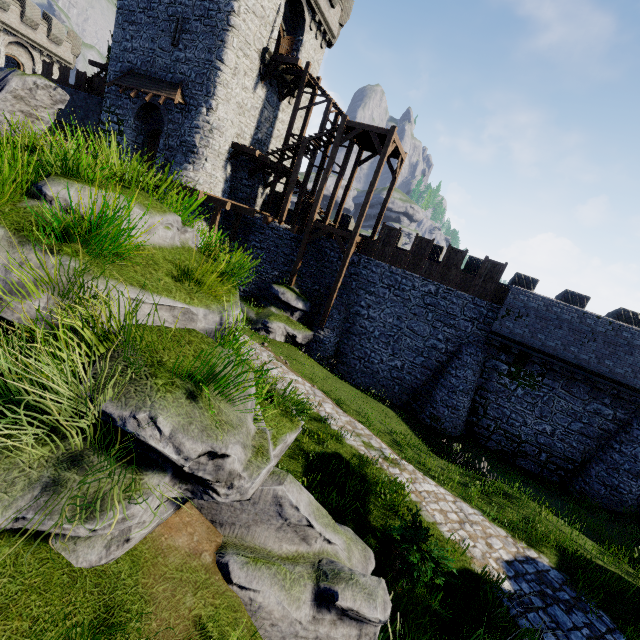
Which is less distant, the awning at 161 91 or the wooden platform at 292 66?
the awning at 161 91

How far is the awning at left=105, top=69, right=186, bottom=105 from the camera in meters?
19.2

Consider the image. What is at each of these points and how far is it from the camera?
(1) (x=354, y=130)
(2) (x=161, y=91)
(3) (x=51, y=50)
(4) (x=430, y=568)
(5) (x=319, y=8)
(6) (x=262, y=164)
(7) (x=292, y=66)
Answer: (1) stairs, 18.16m
(2) awning, 19.42m
(3) building, 32.69m
(4) bush, 5.81m
(5) building, 22.28m
(6) wooden platform, 22.50m
(7) wooden platform, 21.03m

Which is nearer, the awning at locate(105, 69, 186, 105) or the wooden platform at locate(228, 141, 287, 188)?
the awning at locate(105, 69, 186, 105)

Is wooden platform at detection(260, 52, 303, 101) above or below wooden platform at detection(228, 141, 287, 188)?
above

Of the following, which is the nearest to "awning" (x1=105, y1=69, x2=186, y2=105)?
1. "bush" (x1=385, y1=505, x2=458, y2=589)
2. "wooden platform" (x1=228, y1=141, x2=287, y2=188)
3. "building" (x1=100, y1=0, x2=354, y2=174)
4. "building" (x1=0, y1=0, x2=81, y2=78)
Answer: "building" (x1=100, y1=0, x2=354, y2=174)

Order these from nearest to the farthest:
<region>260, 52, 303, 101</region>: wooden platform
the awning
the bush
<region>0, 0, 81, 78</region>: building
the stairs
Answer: the bush
the stairs
the awning
<region>260, 52, 303, 101</region>: wooden platform
<region>0, 0, 81, 78</region>: building

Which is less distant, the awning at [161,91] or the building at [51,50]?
the awning at [161,91]
